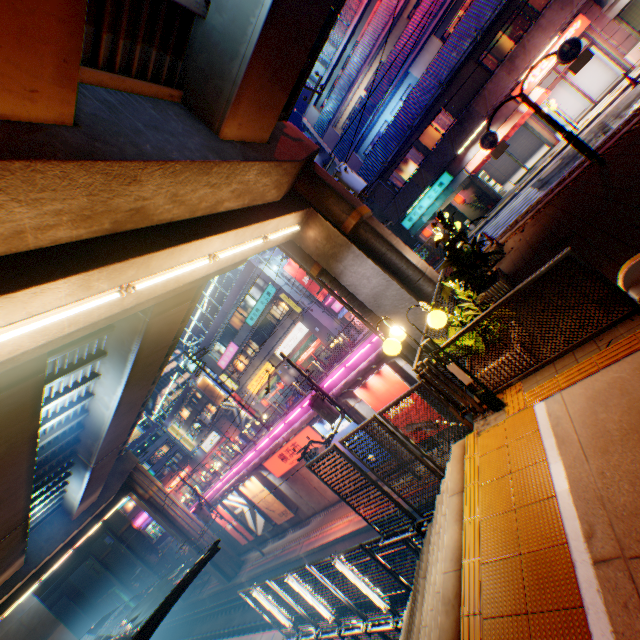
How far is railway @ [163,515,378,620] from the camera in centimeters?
1908cm

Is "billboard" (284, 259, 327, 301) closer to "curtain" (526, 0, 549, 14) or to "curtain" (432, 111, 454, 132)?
"curtain" (432, 111, 454, 132)

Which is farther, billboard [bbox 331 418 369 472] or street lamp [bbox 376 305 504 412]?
billboard [bbox 331 418 369 472]

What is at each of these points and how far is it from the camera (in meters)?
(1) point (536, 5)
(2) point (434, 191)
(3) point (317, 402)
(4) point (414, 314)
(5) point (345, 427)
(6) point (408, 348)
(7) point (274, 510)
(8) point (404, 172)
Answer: (1) curtain, 17.16
(2) sign, 22.05
(3) electric pole, 16.09
(4) overpass support, 11.99
(5) billboard, 18.59
(6) overpass support, 13.09
(7) billboard, 25.33
(8) window glass, 23.00

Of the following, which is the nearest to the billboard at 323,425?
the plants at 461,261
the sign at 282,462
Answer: the sign at 282,462

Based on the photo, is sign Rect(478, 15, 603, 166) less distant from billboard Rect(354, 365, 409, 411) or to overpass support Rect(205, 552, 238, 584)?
overpass support Rect(205, 552, 238, 584)

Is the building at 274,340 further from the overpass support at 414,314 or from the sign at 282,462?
the overpass support at 414,314

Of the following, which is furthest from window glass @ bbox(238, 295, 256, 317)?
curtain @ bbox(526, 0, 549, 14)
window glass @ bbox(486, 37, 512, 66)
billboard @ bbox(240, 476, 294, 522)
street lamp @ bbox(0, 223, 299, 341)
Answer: curtain @ bbox(526, 0, 549, 14)
